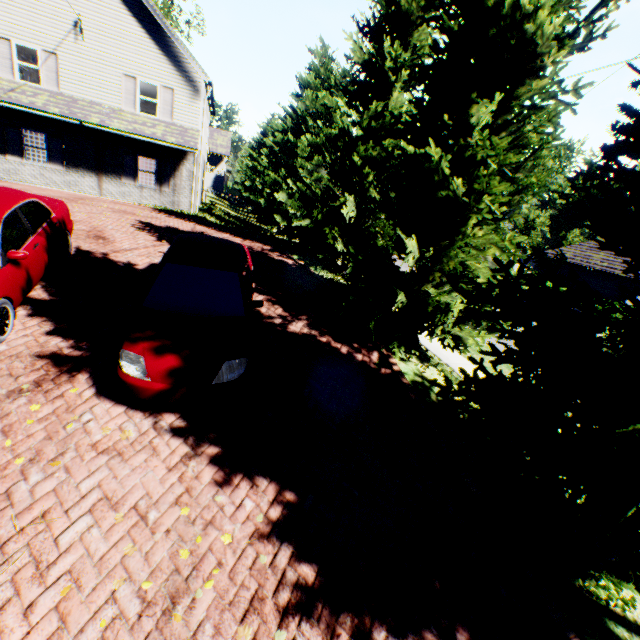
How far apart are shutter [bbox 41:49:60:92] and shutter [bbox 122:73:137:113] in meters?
2.5

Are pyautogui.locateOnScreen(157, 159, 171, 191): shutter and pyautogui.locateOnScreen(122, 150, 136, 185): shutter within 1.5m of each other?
yes

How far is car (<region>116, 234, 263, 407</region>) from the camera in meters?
4.4 m

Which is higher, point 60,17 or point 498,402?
point 60,17

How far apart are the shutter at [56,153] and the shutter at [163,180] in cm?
424

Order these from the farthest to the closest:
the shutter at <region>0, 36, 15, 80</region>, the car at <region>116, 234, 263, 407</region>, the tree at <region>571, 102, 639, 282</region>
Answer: the shutter at <region>0, 36, 15, 80</region>, the car at <region>116, 234, 263, 407</region>, the tree at <region>571, 102, 639, 282</region>

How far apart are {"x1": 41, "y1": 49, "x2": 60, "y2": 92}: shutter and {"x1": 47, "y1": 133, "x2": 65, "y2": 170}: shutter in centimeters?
183cm

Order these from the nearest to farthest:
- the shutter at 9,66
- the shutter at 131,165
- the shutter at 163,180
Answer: the shutter at 9,66
the shutter at 131,165
the shutter at 163,180
